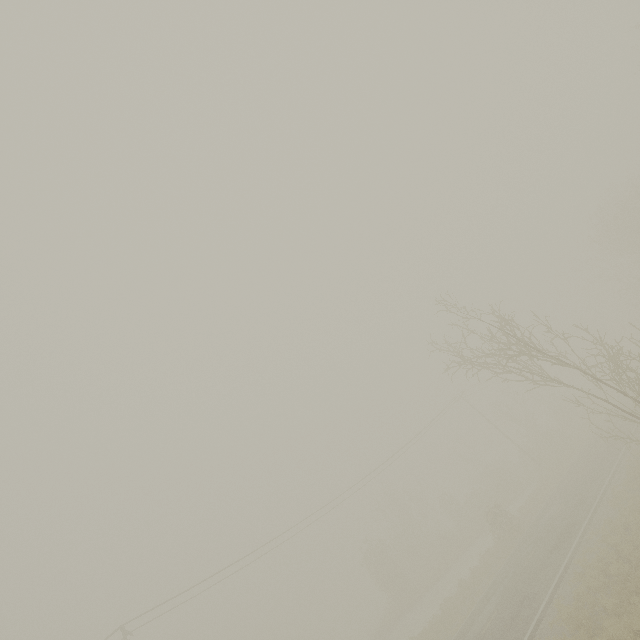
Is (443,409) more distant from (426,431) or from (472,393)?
(472,393)
